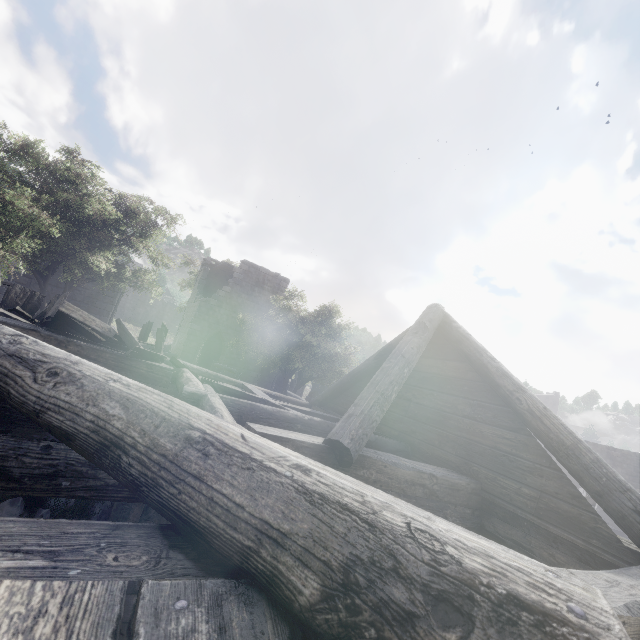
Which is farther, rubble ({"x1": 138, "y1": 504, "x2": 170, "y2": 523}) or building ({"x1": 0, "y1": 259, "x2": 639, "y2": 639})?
rubble ({"x1": 138, "y1": 504, "x2": 170, "y2": 523})

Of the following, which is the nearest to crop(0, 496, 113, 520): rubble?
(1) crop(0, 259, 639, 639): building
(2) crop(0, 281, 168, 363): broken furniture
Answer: (1) crop(0, 259, 639, 639): building

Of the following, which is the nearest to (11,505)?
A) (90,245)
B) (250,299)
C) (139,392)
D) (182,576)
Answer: (139,392)

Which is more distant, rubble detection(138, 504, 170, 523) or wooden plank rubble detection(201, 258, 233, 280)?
wooden plank rubble detection(201, 258, 233, 280)

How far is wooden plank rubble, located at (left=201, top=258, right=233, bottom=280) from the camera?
24.2 meters

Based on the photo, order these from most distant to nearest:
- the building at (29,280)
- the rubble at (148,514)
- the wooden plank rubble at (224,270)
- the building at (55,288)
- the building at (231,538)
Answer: the wooden plank rubble at (224,270)
the building at (55,288)
the building at (29,280)
the rubble at (148,514)
the building at (231,538)

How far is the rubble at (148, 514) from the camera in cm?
724

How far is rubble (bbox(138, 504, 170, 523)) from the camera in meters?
7.2 m
